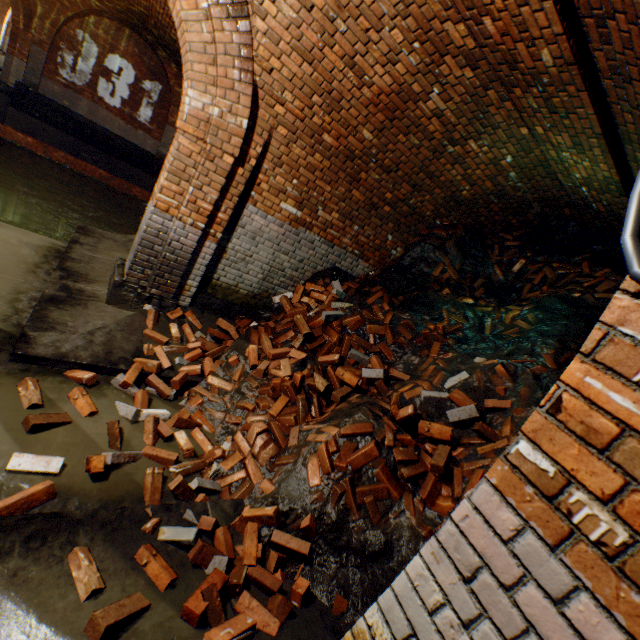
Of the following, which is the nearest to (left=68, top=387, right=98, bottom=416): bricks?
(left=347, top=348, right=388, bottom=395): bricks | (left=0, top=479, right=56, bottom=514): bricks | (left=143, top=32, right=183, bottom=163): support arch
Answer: (left=0, top=479, right=56, bottom=514): bricks

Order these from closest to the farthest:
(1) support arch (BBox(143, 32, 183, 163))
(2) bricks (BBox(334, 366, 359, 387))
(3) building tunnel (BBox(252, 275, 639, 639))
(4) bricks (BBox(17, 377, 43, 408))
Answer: (3) building tunnel (BBox(252, 275, 639, 639)) < (4) bricks (BBox(17, 377, 43, 408)) < (2) bricks (BBox(334, 366, 359, 387)) < (1) support arch (BBox(143, 32, 183, 163))

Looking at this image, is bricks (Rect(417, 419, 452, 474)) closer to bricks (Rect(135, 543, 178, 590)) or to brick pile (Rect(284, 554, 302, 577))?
brick pile (Rect(284, 554, 302, 577))

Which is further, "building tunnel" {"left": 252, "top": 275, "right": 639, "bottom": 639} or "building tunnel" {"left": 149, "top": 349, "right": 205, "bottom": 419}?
Result: "building tunnel" {"left": 149, "top": 349, "right": 205, "bottom": 419}

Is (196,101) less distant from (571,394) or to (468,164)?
(468,164)

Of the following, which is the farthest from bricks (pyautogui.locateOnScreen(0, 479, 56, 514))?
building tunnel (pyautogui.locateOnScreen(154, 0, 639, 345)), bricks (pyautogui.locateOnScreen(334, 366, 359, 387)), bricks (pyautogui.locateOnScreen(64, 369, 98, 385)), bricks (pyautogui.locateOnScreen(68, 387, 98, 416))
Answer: bricks (pyautogui.locateOnScreen(334, 366, 359, 387))

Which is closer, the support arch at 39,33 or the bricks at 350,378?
the bricks at 350,378

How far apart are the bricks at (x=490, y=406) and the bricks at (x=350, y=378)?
0.8m
